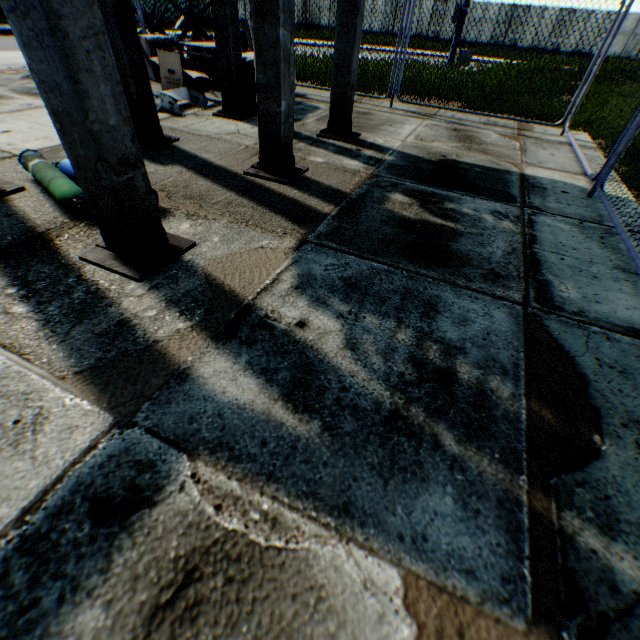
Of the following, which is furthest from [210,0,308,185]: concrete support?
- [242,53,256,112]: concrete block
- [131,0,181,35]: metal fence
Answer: [131,0,181,35]: metal fence

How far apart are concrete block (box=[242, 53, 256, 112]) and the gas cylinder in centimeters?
388cm

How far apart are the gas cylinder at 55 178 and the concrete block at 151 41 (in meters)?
6.08

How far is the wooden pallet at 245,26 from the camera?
7.2m

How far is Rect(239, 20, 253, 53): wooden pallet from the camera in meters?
7.2

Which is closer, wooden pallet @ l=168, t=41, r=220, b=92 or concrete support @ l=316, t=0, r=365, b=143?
concrete support @ l=316, t=0, r=365, b=143

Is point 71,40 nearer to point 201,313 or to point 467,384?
point 201,313

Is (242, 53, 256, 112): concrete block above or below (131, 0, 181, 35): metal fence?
below
